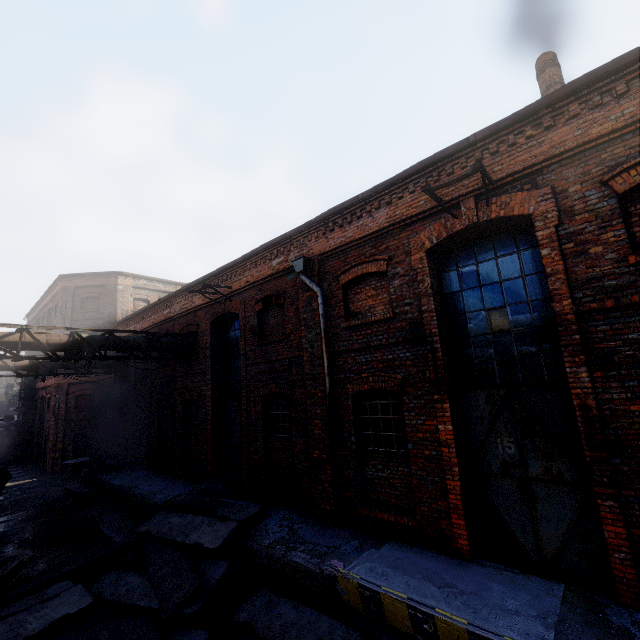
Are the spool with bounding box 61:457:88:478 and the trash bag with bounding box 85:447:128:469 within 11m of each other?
yes

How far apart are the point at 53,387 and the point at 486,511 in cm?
2799

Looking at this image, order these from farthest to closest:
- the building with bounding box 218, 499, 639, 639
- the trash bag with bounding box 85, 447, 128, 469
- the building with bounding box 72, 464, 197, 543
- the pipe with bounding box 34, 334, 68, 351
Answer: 1. the trash bag with bounding box 85, 447, 128, 469
2. the building with bounding box 72, 464, 197, 543
3. the pipe with bounding box 34, 334, 68, 351
4. the building with bounding box 218, 499, 639, 639

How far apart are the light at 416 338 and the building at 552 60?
5.91m

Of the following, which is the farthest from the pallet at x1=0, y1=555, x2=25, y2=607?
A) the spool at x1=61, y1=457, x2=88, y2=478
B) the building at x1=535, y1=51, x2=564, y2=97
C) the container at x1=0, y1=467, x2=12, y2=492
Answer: the building at x1=535, y1=51, x2=564, y2=97

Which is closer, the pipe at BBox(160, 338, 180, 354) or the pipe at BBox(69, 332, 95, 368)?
the pipe at BBox(69, 332, 95, 368)

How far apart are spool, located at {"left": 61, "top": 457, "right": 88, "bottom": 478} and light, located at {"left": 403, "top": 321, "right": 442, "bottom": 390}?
23.8m

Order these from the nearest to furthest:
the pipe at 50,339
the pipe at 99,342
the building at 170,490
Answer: the pipe at 50,339
the pipe at 99,342
the building at 170,490
